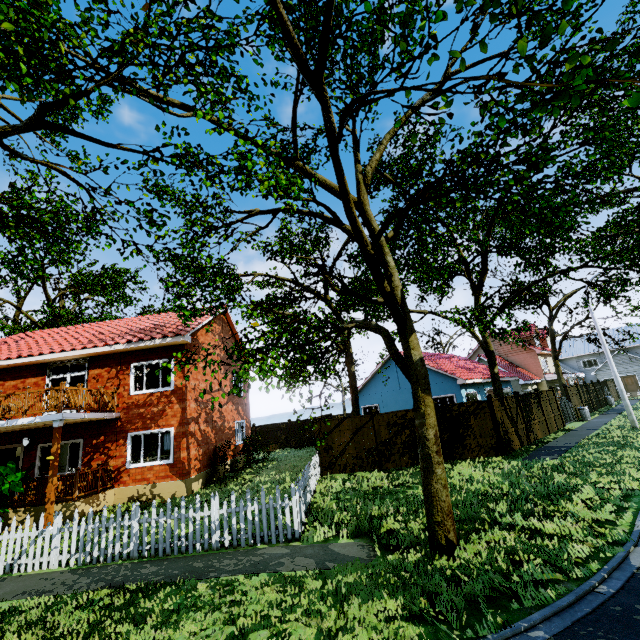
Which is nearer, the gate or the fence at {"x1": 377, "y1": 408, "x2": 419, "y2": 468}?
the fence at {"x1": 377, "y1": 408, "x2": 419, "y2": 468}

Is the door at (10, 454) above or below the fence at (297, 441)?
above

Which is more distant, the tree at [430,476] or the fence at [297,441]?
the fence at [297,441]

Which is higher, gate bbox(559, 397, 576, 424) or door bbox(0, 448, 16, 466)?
door bbox(0, 448, 16, 466)

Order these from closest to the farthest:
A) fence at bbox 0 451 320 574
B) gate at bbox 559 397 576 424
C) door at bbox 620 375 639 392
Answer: fence at bbox 0 451 320 574
gate at bbox 559 397 576 424
door at bbox 620 375 639 392

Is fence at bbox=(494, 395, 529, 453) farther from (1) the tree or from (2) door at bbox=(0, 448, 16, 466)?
(2) door at bbox=(0, 448, 16, 466)

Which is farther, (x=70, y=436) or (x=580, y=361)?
(x=580, y=361)

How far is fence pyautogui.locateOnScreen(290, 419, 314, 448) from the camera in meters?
27.0
